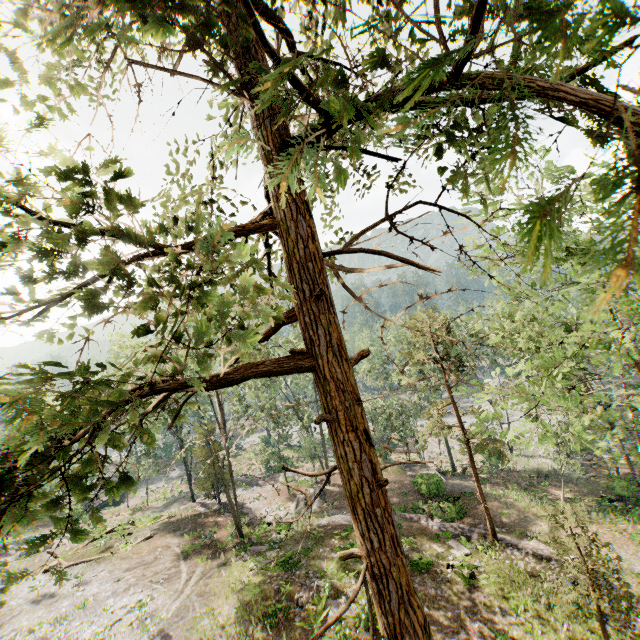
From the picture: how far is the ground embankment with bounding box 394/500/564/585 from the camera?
16.47m

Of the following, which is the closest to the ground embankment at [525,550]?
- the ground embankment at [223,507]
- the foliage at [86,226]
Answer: the foliage at [86,226]

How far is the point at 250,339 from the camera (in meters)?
2.11

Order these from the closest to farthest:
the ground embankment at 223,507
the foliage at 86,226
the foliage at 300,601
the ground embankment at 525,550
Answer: the foliage at 86,226, the foliage at 300,601, the ground embankment at 525,550, the ground embankment at 223,507

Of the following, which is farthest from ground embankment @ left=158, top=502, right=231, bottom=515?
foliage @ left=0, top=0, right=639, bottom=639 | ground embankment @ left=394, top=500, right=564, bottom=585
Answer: ground embankment @ left=394, top=500, right=564, bottom=585

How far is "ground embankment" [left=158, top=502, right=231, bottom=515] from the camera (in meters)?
30.83

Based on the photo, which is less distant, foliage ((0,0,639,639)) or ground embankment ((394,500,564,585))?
foliage ((0,0,639,639))
